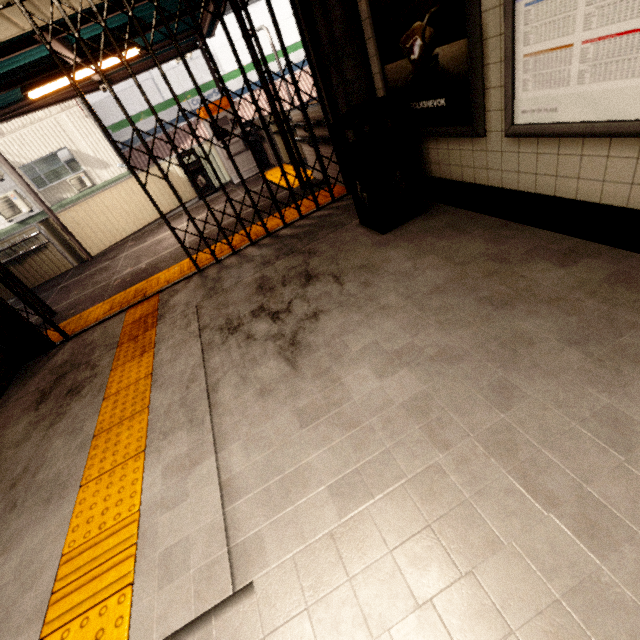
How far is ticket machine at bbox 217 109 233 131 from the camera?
8.13m

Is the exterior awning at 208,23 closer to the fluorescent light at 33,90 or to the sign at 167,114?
the fluorescent light at 33,90

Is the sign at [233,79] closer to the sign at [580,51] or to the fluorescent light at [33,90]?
the fluorescent light at [33,90]

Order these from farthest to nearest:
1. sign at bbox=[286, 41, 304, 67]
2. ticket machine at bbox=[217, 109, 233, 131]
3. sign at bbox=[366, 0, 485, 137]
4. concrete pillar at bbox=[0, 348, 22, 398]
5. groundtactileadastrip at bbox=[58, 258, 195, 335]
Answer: sign at bbox=[286, 41, 304, 67] < ticket machine at bbox=[217, 109, 233, 131] < groundtactileadastrip at bbox=[58, 258, 195, 335] < concrete pillar at bbox=[0, 348, 22, 398] < sign at bbox=[366, 0, 485, 137]

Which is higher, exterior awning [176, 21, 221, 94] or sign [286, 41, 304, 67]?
exterior awning [176, 21, 221, 94]

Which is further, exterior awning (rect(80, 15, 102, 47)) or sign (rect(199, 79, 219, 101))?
sign (rect(199, 79, 219, 101))

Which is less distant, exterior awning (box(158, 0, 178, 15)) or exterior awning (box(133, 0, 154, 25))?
exterior awning (box(133, 0, 154, 25))

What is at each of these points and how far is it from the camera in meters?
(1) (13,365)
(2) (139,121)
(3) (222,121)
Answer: (1) concrete pillar, 4.2
(2) sign, 14.5
(3) ticket machine, 8.3
